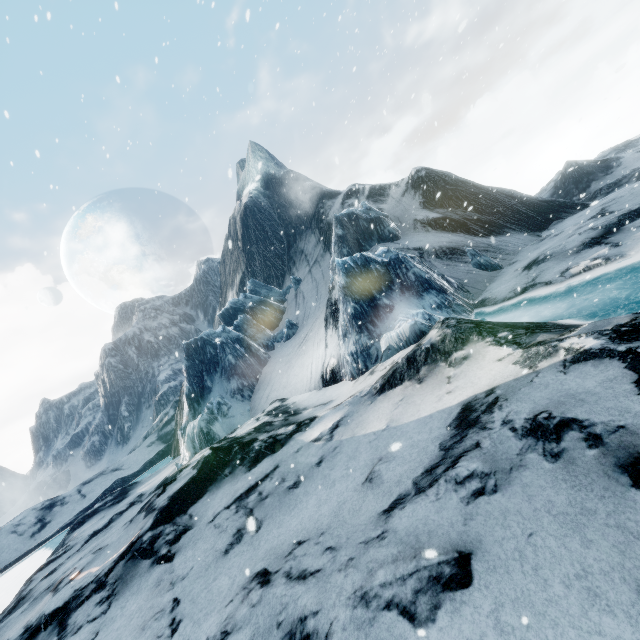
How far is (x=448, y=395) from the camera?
7.14m
